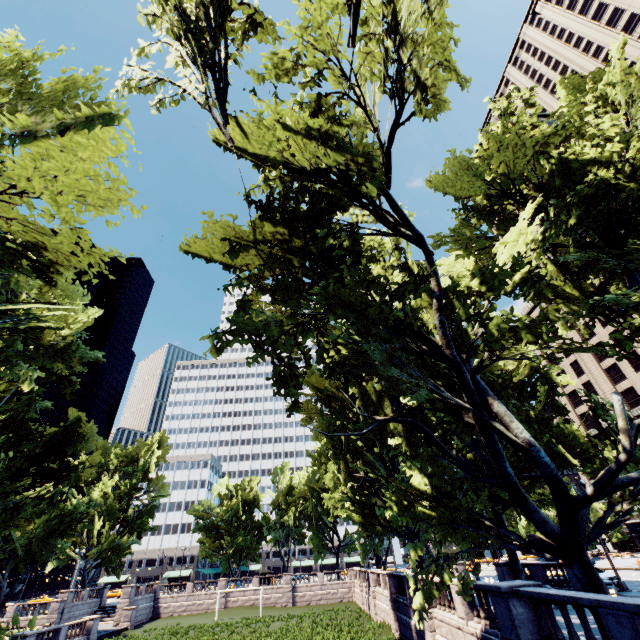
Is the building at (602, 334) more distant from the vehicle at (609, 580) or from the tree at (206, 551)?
the vehicle at (609, 580)

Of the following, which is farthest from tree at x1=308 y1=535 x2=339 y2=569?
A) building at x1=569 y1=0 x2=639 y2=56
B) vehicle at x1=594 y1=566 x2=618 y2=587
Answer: building at x1=569 y1=0 x2=639 y2=56

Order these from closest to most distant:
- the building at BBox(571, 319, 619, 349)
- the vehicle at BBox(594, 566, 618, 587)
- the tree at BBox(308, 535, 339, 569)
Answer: the vehicle at BBox(594, 566, 618, 587), the building at BBox(571, 319, 619, 349), the tree at BBox(308, 535, 339, 569)

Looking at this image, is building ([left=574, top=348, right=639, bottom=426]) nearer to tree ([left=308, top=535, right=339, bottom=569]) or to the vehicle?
tree ([left=308, top=535, right=339, bottom=569])

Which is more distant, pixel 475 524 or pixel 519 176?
pixel 519 176

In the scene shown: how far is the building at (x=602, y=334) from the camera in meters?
52.6
